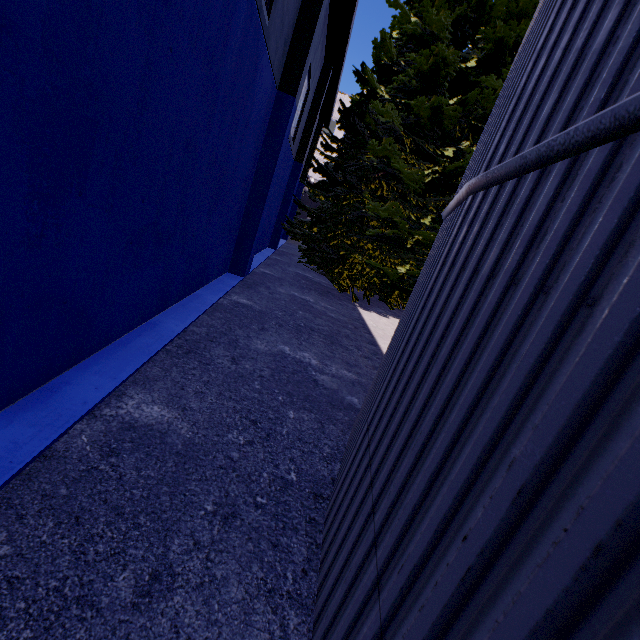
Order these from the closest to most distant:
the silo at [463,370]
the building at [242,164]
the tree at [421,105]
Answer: the silo at [463,370], the building at [242,164], the tree at [421,105]

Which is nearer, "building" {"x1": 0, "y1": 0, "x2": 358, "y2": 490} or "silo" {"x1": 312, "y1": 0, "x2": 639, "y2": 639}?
"silo" {"x1": 312, "y1": 0, "x2": 639, "y2": 639}

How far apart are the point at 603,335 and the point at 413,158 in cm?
1242

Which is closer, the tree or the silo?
the silo

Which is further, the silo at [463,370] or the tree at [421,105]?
the tree at [421,105]

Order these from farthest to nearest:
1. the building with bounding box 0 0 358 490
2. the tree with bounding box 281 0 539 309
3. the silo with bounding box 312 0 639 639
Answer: the tree with bounding box 281 0 539 309, the building with bounding box 0 0 358 490, the silo with bounding box 312 0 639 639

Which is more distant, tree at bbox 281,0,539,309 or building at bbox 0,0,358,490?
tree at bbox 281,0,539,309
